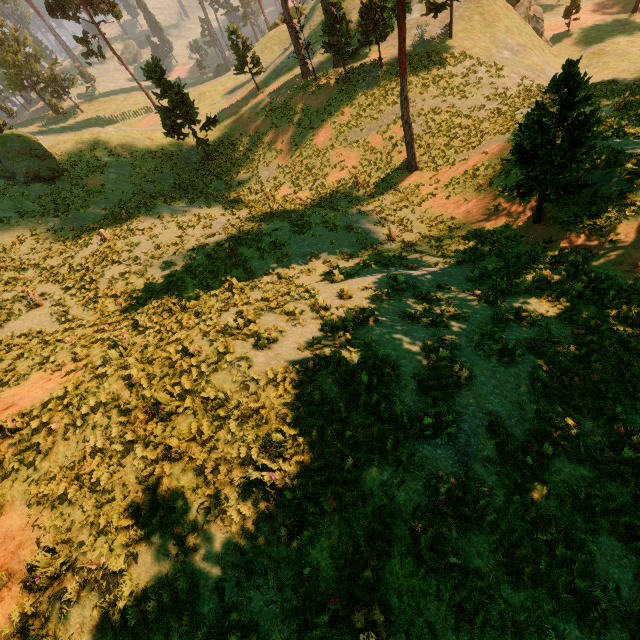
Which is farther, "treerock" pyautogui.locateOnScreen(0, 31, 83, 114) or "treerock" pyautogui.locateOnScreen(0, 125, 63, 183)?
"treerock" pyautogui.locateOnScreen(0, 31, 83, 114)

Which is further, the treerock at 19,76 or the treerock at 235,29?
the treerock at 19,76

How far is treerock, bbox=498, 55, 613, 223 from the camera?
10.3m

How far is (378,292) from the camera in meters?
11.9
